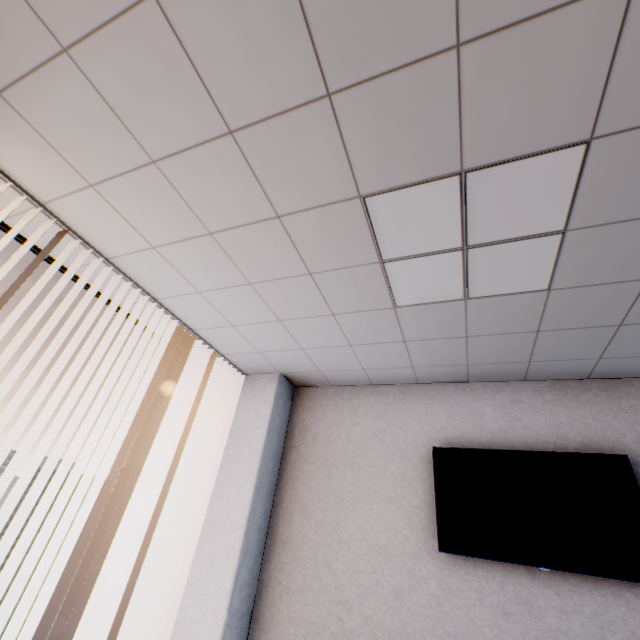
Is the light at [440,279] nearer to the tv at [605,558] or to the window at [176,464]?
the tv at [605,558]

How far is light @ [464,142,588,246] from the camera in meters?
1.5

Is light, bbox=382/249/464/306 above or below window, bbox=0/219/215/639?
above

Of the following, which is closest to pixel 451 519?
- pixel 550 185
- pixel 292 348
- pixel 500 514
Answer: pixel 500 514

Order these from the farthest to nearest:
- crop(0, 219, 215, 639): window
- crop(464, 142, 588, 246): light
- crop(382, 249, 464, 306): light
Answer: crop(0, 219, 215, 639): window < crop(382, 249, 464, 306): light < crop(464, 142, 588, 246): light

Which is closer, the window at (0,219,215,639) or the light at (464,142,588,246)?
the light at (464,142,588,246)

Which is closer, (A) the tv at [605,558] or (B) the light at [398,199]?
(B) the light at [398,199]
